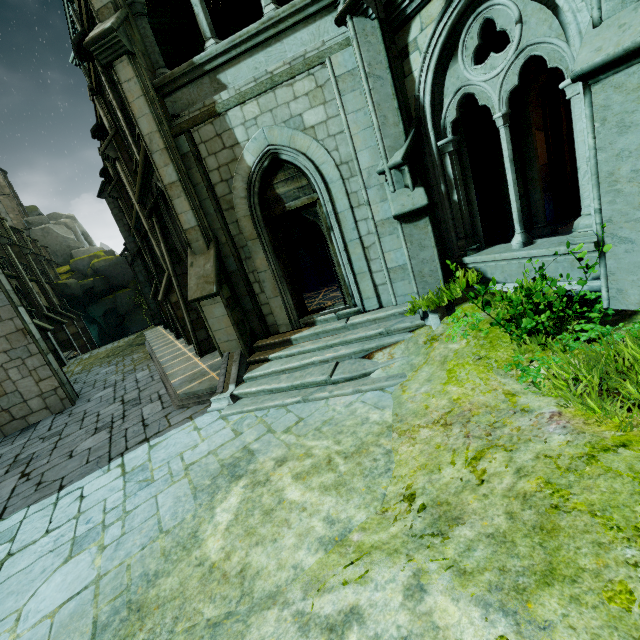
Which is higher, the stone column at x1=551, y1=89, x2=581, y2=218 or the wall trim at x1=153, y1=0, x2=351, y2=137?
the wall trim at x1=153, y1=0, x2=351, y2=137

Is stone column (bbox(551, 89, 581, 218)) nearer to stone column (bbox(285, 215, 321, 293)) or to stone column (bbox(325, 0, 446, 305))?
stone column (bbox(325, 0, 446, 305))

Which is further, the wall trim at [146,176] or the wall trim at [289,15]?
the wall trim at [146,176]

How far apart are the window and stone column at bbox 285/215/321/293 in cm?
343

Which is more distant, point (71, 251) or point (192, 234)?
point (71, 251)

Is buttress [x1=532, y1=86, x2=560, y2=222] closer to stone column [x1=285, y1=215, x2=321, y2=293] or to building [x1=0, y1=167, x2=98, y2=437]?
stone column [x1=285, y1=215, x2=321, y2=293]

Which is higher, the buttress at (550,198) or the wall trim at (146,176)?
the wall trim at (146,176)

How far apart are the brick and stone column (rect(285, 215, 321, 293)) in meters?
7.6 m
